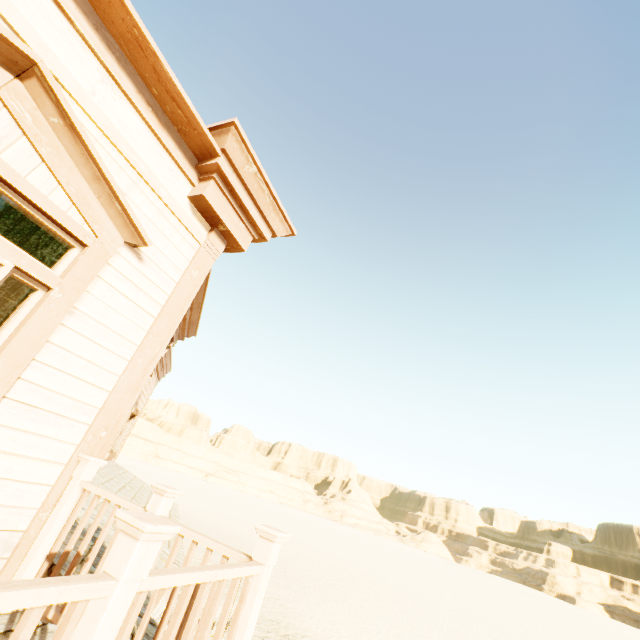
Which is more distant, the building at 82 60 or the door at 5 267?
the door at 5 267

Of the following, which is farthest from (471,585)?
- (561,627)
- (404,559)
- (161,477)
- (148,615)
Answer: (148,615)

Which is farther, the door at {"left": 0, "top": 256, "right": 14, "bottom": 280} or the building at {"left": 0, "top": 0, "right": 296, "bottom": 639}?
the door at {"left": 0, "top": 256, "right": 14, "bottom": 280}
